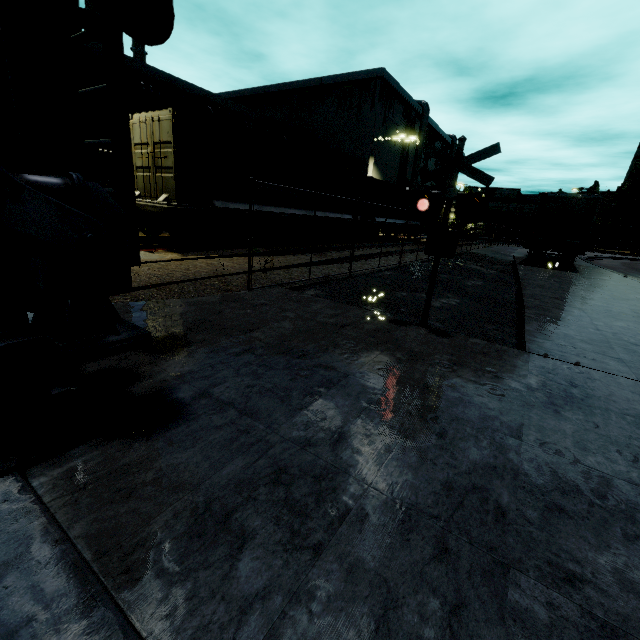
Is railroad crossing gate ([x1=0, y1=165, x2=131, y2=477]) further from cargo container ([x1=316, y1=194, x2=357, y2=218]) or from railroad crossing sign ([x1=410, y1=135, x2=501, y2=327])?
railroad crossing sign ([x1=410, y1=135, x2=501, y2=327])

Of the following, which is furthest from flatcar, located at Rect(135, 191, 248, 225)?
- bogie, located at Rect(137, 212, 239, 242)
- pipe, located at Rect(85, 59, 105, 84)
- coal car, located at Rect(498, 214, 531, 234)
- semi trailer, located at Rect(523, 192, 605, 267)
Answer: coal car, located at Rect(498, 214, 531, 234)

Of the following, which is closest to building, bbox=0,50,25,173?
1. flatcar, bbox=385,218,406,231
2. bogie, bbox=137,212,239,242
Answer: flatcar, bbox=385,218,406,231

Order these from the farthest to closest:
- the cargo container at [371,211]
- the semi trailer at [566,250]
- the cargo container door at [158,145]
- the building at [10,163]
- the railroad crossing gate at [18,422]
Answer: the cargo container at [371,211] → the building at [10,163] → the semi trailer at [566,250] → the cargo container door at [158,145] → the railroad crossing gate at [18,422]

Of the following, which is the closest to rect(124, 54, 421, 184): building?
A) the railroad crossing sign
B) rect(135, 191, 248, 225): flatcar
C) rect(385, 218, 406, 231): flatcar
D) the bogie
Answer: rect(135, 191, 248, 225): flatcar

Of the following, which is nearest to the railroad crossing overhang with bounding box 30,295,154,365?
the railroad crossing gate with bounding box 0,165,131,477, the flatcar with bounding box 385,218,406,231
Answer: the railroad crossing gate with bounding box 0,165,131,477

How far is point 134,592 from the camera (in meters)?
1.39

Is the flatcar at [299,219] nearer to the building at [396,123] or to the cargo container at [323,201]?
the cargo container at [323,201]
